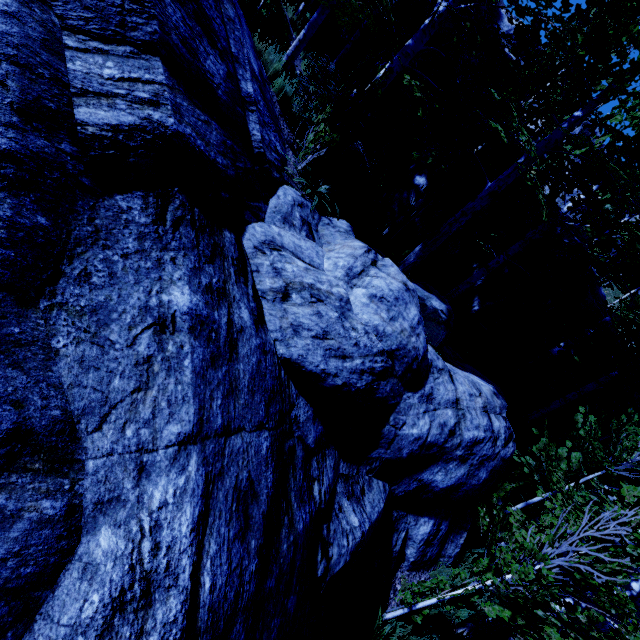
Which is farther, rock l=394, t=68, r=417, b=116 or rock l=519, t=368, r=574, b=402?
rock l=519, t=368, r=574, b=402

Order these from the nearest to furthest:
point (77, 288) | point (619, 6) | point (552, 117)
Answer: point (77, 288) → point (619, 6) → point (552, 117)

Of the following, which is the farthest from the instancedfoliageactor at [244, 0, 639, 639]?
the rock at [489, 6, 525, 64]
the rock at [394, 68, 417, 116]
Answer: the rock at [489, 6, 525, 64]

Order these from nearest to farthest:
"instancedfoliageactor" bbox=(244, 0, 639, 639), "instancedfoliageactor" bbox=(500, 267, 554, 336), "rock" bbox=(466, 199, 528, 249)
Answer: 1. "instancedfoliageactor" bbox=(244, 0, 639, 639)
2. "instancedfoliageactor" bbox=(500, 267, 554, 336)
3. "rock" bbox=(466, 199, 528, 249)

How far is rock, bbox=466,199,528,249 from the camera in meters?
10.7

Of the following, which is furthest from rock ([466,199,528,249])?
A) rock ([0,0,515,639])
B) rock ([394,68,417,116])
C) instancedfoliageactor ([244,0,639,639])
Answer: rock ([0,0,515,639])

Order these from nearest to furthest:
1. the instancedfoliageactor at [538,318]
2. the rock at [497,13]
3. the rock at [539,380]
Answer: the instancedfoliageactor at [538,318] → the rock at [539,380] → the rock at [497,13]

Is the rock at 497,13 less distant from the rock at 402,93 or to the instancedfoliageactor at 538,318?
the instancedfoliageactor at 538,318
